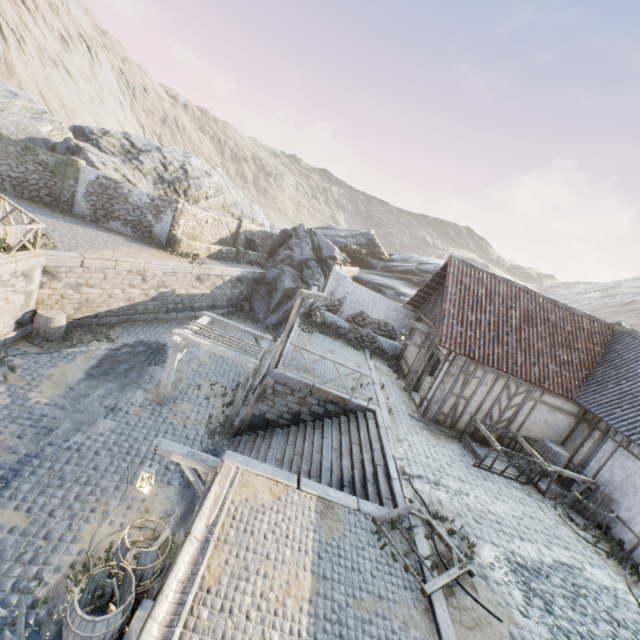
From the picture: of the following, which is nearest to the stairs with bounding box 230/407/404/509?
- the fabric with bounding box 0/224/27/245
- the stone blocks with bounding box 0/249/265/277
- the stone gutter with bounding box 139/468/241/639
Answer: the stone blocks with bounding box 0/249/265/277

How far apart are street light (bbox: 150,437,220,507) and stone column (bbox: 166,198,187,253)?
16.2 meters

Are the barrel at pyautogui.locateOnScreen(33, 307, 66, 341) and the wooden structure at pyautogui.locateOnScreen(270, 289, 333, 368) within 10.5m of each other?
yes

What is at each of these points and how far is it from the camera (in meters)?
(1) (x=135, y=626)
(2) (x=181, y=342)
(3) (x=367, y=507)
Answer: (1) stone blocks, 6.00
(2) awning, 11.48
(3) stone blocks, 7.01

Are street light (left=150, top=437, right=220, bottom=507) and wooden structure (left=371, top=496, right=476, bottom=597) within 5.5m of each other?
yes

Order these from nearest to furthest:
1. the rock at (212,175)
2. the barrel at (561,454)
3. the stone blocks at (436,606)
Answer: the stone blocks at (436,606)
the barrel at (561,454)
the rock at (212,175)

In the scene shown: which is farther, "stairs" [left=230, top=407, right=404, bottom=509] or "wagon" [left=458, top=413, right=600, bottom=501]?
"wagon" [left=458, top=413, right=600, bottom=501]

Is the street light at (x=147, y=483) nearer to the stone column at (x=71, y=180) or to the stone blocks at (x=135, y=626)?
the stone blocks at (x=135, y=626)
